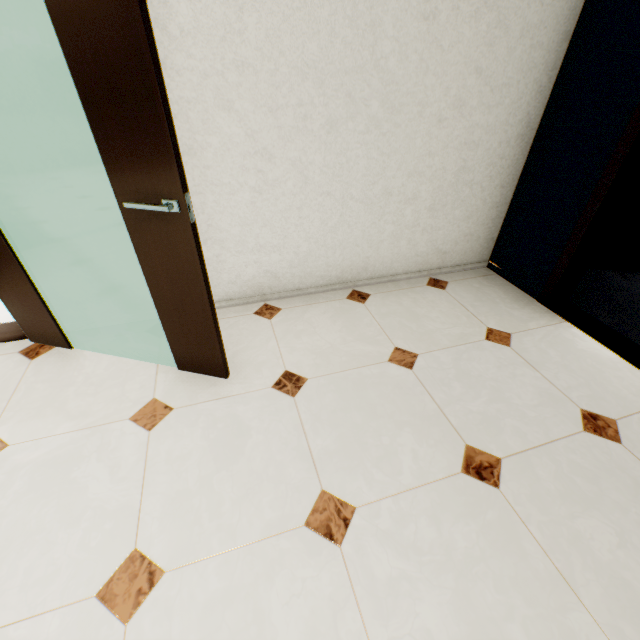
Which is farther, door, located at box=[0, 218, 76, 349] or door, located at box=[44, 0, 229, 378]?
door, located at box=[0, 218, 76, 349]

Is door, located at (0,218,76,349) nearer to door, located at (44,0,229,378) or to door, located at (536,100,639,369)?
door, located at (44,0,229,378)

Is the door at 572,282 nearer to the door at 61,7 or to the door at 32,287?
the door at 61,7

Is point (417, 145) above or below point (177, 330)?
above

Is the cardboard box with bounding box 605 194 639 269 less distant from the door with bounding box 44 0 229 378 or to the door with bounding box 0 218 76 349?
the door with bounding box 44 0 229 378

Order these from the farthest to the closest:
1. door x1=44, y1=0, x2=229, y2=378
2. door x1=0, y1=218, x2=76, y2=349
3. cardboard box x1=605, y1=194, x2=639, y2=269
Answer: cardboard box x1=605, y1=194, x2=639, y2=269, door x1=0, y1=218, x2=76, y2=349, door x1=44, y1=0, x2=229, y2=378

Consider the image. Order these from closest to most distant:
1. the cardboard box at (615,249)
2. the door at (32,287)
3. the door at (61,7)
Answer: the door at (61,7) < the door at (32,287) < the cardboard box at (615,249)

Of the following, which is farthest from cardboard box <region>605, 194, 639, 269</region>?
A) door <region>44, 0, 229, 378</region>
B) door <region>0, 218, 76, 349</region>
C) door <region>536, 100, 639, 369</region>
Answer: door <region>0, 218, 76, 349</region>
